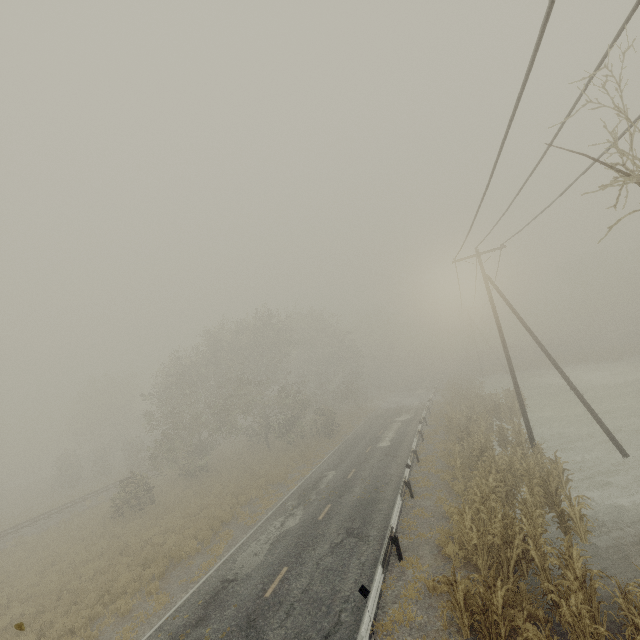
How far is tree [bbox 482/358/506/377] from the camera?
54.62m

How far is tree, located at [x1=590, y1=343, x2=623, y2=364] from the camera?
42.3m

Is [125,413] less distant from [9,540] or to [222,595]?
[9,540]

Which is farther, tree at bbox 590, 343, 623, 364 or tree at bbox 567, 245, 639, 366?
tree at bbox 567, 245, 639, 366

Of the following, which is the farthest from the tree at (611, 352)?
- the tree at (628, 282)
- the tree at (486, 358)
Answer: the tree at (628, 282)

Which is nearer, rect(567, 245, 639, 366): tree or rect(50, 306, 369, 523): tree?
rect(50, 306, 369, 523): tree

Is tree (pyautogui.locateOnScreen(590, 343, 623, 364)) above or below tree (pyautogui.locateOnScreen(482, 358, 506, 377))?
below

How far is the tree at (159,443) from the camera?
28.9m
